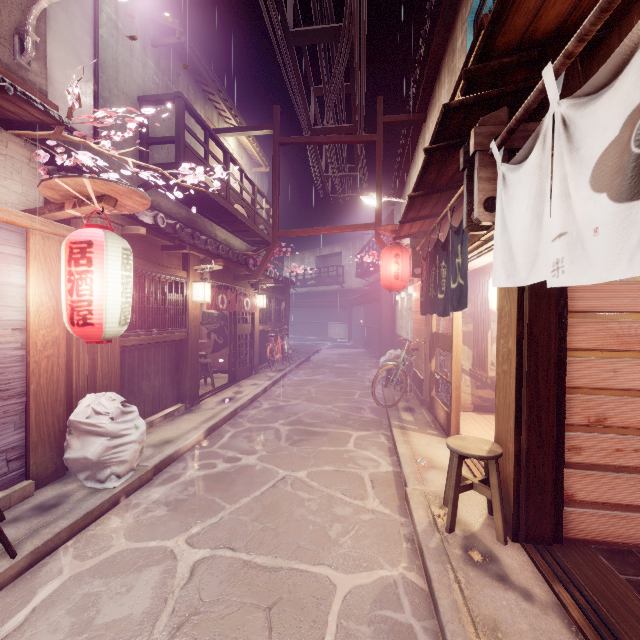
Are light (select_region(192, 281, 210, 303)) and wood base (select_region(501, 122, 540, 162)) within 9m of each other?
no

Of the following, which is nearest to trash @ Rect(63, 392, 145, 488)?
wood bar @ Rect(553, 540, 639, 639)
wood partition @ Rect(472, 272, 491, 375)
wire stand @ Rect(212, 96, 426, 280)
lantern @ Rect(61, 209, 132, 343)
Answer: lantern @ Rect(61, 209, 132, 343)

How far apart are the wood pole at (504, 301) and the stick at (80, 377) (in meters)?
8.87

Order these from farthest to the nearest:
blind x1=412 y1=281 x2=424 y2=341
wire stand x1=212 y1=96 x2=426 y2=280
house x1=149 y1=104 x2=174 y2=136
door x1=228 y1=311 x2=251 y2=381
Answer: door x1=228 y1=311 x2=251 y2=381
wire stand x1=212 y1=96 x2=426 y2=280
blind x1=412 y1=281 x2=424 y2=341
house x1=149 y1=104 x2=174 y2=136

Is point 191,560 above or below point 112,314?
below

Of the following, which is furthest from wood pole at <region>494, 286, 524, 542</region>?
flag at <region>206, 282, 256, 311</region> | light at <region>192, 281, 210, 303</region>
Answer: flag at <region>206, 282, 256, 311</region>

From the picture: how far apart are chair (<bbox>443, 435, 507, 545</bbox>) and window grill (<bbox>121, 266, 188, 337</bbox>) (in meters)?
8.38

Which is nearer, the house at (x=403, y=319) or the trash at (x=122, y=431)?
the trash at (x=122, y=431)
